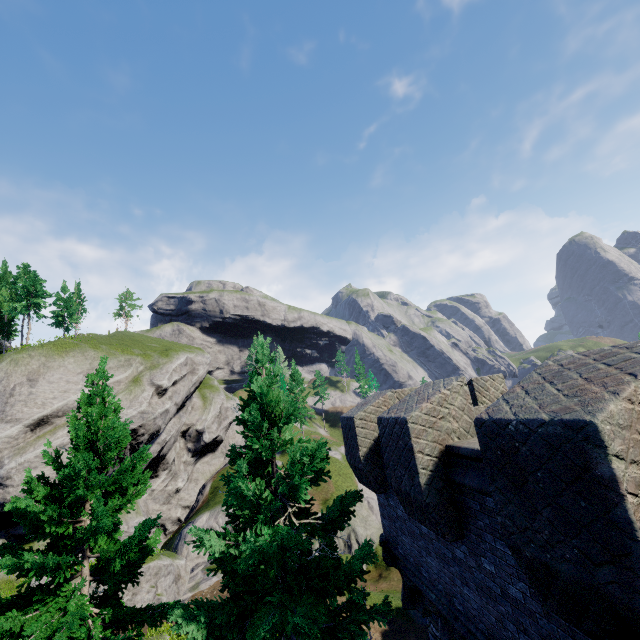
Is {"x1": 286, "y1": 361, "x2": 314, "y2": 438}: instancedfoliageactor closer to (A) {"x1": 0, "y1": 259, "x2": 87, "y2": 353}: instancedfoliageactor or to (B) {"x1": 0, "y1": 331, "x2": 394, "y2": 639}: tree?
(A) {"x1": 0, "y1": 259, "x2": 87, "y2": 353}: instancedfoliageactor

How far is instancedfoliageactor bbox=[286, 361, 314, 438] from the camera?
56.2 meters

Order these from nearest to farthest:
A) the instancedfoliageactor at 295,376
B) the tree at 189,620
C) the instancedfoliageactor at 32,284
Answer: the tree at 189,620
the instancedfoliageactor at 32,284
the instancedfoliageactor at 295,376

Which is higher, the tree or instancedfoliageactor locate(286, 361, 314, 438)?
instancedfoliageactor locate(286, 361, 314, 438)

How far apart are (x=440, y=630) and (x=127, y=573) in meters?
9.2

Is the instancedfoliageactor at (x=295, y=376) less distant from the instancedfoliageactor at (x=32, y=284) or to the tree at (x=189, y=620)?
the instancedfoliageactor at (x=32, y=284)

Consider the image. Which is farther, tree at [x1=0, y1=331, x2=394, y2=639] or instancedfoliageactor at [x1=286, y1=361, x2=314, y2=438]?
instancedfoliageactor at [x1=286, y1=361, x2=314, y2=438]
